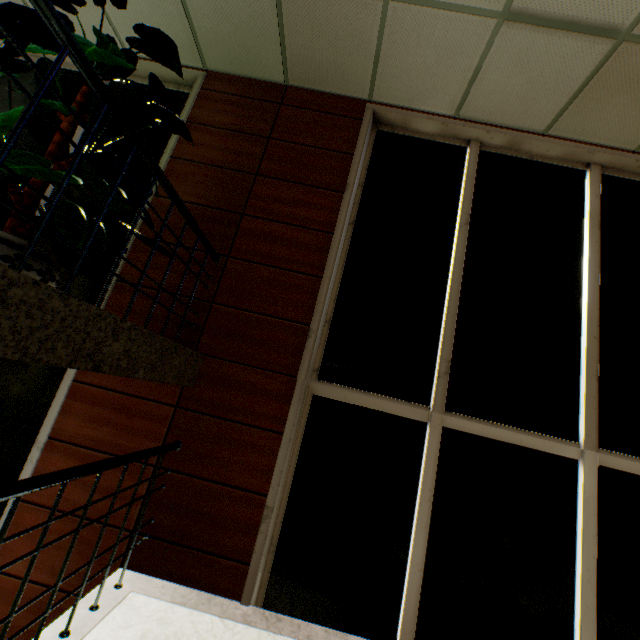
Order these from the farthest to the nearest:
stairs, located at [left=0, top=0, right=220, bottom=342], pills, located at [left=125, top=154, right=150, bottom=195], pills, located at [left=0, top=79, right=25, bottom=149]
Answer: pills, located at [left=125, top=154, right=150, bottom=195]
pills, located at [left=0, top=79, right=25, bottom=149]
stairs, located at [left=0, top=0, right=220, bottom=342]

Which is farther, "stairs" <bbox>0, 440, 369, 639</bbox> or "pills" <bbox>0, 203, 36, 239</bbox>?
"pills" <bbox>0, 203, 36, 239</bbox>

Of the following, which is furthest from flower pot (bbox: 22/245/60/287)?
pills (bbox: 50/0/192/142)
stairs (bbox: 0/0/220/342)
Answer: stairs (bbox: 0/0/220/342)

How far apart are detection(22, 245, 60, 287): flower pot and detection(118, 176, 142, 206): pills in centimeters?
A: 102cm

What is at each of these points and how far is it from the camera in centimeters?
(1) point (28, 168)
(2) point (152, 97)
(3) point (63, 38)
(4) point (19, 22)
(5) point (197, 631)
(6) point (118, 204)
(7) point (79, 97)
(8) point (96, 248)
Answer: (1) pills, 181cm
(2) pills, 299cm
(3) stairs, 126cm
(4) pills, 192cm
(5) stairs, 207cm
(6) pills, 229cm
(7) pills, 251cm
(8) pills, 210cm

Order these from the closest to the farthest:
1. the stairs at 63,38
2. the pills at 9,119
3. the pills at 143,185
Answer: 1. the stairs at 63,38
2. the pills at 9,119
3. the pills at 143,185

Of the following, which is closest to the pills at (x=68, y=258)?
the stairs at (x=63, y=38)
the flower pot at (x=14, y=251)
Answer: the flower pot at (x=14, y=251)

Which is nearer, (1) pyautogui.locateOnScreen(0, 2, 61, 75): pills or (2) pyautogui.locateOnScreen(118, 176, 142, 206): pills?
(1) pyautogui.locateOnScreen(0, 2, 61, 75): pills
